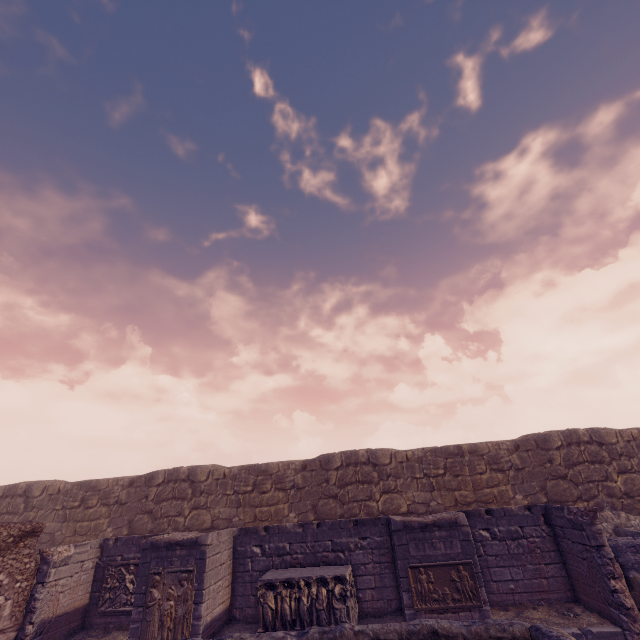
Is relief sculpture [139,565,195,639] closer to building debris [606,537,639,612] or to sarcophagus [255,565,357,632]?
sarcophagus [255,565,357,632]

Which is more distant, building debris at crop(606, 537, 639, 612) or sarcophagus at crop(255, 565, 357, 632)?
sarcophagus at crop(255, 565, 357, 632)

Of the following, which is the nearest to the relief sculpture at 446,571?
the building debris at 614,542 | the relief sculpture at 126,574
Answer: the building debris at 614,542

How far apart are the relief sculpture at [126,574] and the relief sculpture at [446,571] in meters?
7.7 m

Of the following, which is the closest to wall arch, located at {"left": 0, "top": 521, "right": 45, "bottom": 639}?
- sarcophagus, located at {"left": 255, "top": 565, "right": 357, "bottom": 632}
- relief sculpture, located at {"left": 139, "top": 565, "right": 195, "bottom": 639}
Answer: relief sculpture, located at {"left": 139, "top": 565, "right": 195, "bottom": 639}

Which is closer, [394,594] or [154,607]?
[154,607]

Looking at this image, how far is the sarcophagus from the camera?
7.9m

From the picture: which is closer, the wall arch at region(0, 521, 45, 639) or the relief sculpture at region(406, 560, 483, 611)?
the relief sculpture at region(406, 560, 483, 611)
